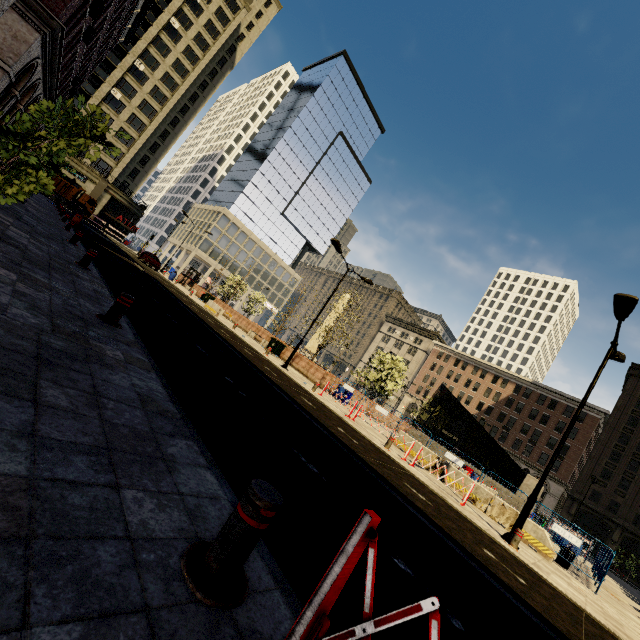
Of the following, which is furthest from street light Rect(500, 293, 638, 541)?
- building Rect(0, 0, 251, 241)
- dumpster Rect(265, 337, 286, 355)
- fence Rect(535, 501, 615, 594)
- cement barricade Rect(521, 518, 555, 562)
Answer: building Rect(0, 0, 251, 241)

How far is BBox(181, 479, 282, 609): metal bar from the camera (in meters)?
1.78

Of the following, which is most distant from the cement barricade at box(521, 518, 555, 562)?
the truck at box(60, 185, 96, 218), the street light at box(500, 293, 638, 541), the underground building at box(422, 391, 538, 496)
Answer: the truck at box(60, 185, 96, 218)

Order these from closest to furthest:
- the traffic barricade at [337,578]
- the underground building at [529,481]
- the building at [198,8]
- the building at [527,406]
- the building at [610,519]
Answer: the traffic barricade at [337,578] → the building at [198,8] → the underground building at [529,481] → the building at [610,519] → the building at [527,406]

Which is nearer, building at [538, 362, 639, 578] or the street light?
the street light

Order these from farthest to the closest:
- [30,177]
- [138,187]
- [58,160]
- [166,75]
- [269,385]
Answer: [138,187]
[166,75]
[269,385]
[58,160]
[30,177]

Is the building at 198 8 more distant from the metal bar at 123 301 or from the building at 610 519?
the metal bar at 123 301

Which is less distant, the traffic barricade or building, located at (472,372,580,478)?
the traffic barricade
